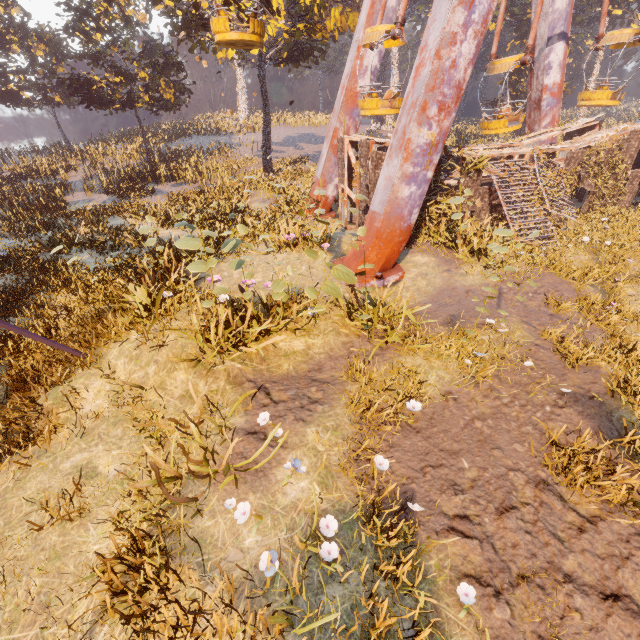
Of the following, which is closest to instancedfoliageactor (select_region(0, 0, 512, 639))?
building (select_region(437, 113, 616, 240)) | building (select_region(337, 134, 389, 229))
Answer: building (select_region(337, 134, 389, 229))

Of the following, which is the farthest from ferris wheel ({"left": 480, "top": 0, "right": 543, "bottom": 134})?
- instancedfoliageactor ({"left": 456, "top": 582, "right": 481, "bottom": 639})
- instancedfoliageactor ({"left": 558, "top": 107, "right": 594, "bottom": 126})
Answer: instancedfoliageactor ({"left": 558, "top": 107, "right": 594, "bottom": 126})

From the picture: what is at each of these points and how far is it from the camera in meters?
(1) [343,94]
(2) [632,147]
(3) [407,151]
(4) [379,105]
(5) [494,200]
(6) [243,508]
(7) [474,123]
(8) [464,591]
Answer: (1) metal support, 15.1 m
(2) building, 14.3 m
(3) metal support, 9.6 m
(4) ferris wheel, 12.1 m
(5) building, 14.0 m
(6) instancedfoliageactor, 4.1 m
(7) instancedfoliageactor, 57.2 m
(8) instancedfoliageactor, 3.5 m

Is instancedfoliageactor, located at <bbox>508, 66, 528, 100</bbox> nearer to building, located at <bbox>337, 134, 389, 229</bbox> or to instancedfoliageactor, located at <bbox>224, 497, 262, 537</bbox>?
building, located at <bbox>337, 134, 389, 229</bbox>

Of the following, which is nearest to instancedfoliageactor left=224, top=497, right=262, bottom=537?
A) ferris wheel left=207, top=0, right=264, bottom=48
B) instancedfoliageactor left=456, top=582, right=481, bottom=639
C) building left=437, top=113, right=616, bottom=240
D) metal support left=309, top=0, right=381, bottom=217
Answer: instancedfoliageactor left=456, top=582, right=481, bottom=639

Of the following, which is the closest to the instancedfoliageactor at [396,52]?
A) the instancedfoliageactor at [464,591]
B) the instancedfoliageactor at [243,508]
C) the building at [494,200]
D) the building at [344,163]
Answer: the building at [344,163]

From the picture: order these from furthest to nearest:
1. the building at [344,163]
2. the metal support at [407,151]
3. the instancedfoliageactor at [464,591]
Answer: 1. the building at [344,163]
2. the metal support at [407,151]
3. the instancedfoliageactor at [464,591]

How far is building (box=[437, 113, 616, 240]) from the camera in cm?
1271
